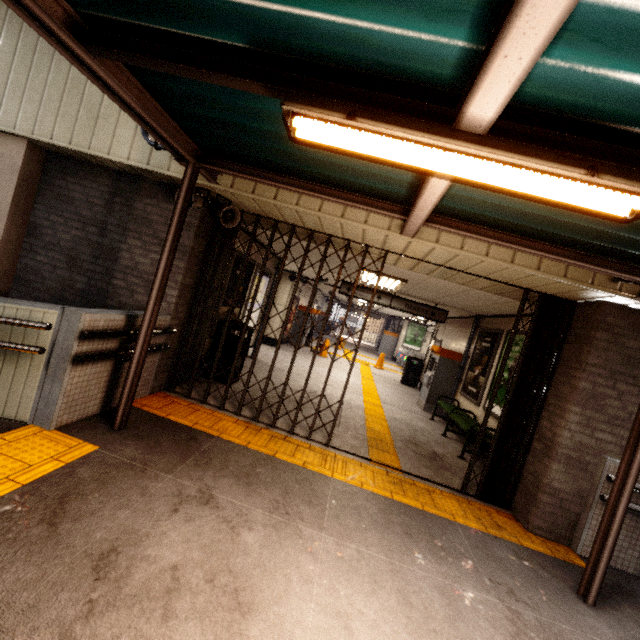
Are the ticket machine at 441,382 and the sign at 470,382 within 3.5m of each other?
yes

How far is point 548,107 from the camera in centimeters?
155cm

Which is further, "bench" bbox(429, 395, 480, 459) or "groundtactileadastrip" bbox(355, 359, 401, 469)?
"bench" bbox(429, 395, 480, 459)

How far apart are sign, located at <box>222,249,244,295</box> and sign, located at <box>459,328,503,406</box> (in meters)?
5.68

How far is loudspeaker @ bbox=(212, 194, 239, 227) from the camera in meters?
4.3

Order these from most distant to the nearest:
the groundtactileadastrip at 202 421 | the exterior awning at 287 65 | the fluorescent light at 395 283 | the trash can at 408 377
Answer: the trash can at 408 377, the fluorescent light at 395 283, the groundtactileadastrip at 202 421, the exterior awning at 287 65

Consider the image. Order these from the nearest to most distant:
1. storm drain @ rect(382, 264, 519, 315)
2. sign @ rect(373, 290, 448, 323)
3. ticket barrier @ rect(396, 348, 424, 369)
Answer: storm drain @ rect(382, 264, 519, 315) < sign @ rect(373, 290, 448, 323) < ticket barrier @ rect(396, 348, 424, 369)

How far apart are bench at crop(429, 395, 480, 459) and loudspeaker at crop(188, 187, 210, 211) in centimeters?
543cm
